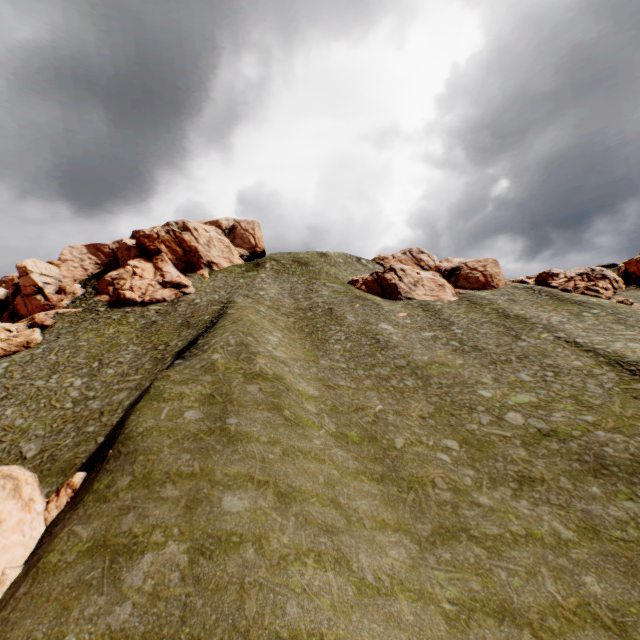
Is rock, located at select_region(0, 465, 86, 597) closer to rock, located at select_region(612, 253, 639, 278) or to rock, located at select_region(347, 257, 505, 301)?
rock, located at select_region(612, 253, 639, 278)

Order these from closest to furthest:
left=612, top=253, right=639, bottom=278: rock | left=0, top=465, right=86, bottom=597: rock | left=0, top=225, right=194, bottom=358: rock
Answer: left=0, top=465, right=86, bottom=597: rock < left=0, top=225, right=194, bottom=358: rock < left=612, top=253, right=639, bottom=278: rock

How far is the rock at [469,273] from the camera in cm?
5100

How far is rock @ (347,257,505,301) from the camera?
51.0m

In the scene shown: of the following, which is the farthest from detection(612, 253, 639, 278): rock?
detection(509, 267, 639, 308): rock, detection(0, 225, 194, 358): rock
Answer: detection(0, 225, 194, 358): rock

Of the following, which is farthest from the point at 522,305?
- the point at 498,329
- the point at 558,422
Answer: the point at 558,422

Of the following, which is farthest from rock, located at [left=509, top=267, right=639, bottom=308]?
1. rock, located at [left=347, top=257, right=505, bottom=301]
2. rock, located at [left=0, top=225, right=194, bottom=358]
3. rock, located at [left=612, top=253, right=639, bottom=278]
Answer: rock, located at [left=0, top=225, right=194, bottom=358]

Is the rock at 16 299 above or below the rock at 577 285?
above
